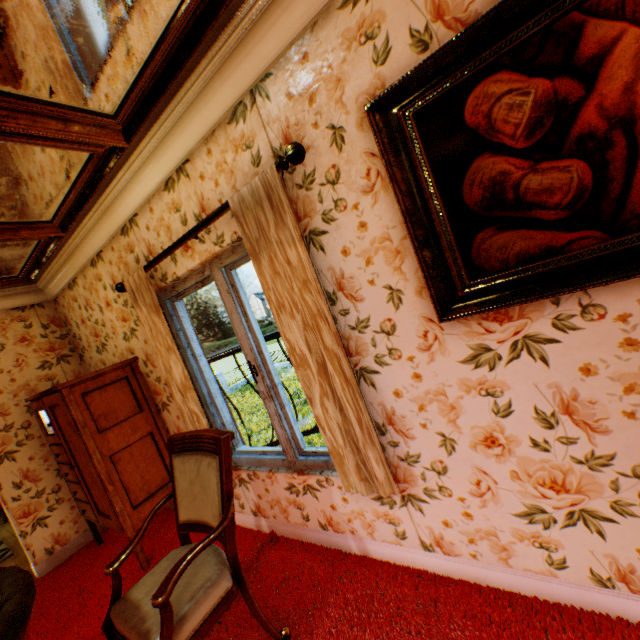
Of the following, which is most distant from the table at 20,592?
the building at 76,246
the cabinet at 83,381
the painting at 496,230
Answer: the painting at 496,230

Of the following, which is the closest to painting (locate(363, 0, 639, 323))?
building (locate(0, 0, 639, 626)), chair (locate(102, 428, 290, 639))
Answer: building (locate(0, 0, 639, 626))

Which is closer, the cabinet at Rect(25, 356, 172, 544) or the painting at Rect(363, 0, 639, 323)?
the painting at Rect(363, 0, 639, 323)

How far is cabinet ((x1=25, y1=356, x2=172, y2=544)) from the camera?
2.9 meters

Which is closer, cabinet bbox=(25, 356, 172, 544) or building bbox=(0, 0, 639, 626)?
Result: building bbox=(0, 0, 639, 626)

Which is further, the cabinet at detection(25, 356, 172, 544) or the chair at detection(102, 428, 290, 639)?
the cabinet at detection(25, 356, 172, 544)

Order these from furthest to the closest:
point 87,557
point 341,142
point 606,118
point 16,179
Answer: point 87,557, point 16,179, point 341,142, point 606,118

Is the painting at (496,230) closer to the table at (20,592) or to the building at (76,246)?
the building at (76,246)
